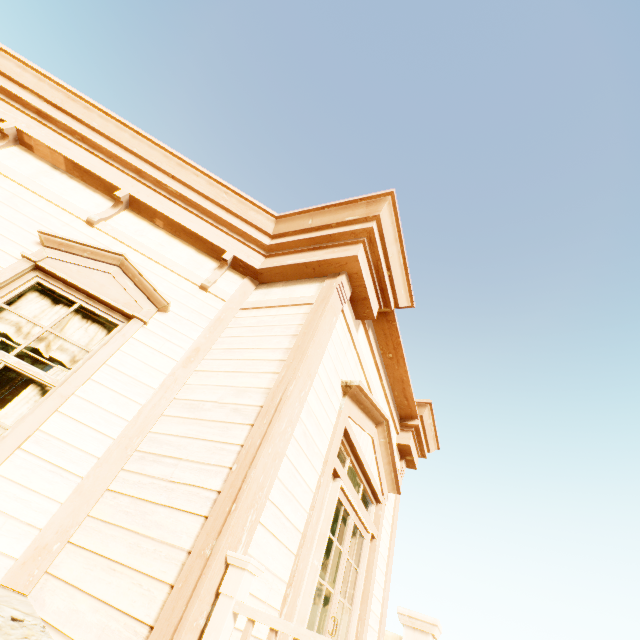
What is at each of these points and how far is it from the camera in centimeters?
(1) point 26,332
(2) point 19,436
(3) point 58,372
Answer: (1) curtain, 295cm
(2) widow, 228cm
(3) curtain, 281cm

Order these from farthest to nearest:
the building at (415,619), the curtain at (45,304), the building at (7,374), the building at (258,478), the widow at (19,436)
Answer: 1. the building at (7,374)
2. the curtain at (45,304)
3. the widow at (19,436)
4. the building at (258,478)
5. the building at (415,619)

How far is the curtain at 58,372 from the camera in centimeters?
279cm

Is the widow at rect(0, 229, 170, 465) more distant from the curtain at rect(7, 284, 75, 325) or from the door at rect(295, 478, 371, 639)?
the door at rect(295, 478, 371, 639)

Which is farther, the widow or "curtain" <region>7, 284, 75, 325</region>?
"curtain" <region>7, 284, 75, 325</region>

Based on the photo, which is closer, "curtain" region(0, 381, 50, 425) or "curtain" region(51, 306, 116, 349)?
"curtain" region(0, 381, 50, 425)

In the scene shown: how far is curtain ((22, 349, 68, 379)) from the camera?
2.79m
